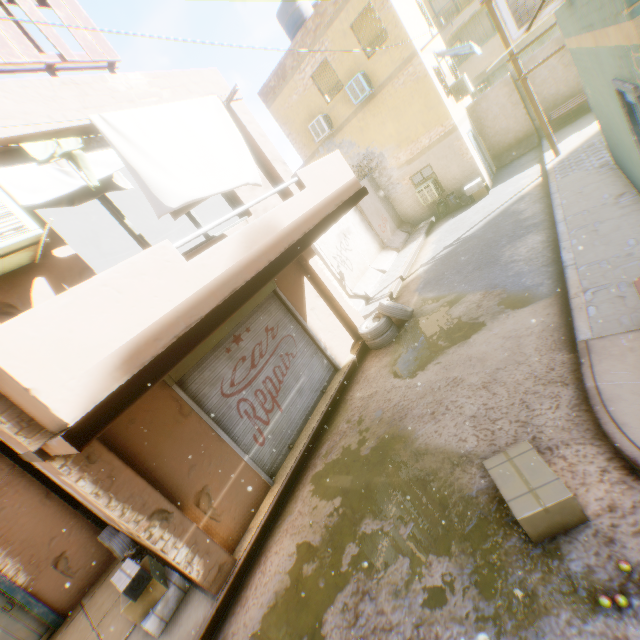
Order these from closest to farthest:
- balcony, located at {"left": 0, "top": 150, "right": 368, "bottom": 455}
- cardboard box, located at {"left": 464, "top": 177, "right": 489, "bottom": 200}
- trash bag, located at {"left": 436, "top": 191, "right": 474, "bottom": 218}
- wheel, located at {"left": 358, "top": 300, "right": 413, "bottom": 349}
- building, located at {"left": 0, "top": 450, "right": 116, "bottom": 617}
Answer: balcony, located at {"left": 0, "top": 150, "right": 368, "bottom": 455} < building, located at {"left": 0, "top": 450, "right": 116, "bottom": 617} < wheel, located at {"left": 358, "top": 300, "right": 413, "bottom": 349} < cardboard box, located at {"left": 464, "top": 177, "right": 489, "bottom": 200} < trash bag, located at {"left": 436, "top": 191, "right": 474, "bottom": 218}

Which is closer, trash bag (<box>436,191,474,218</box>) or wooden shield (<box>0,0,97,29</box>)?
wooden shield (<box>0,0,97,29</box>)

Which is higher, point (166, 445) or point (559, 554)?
point (166, 445)

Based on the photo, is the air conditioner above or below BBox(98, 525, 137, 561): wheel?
above

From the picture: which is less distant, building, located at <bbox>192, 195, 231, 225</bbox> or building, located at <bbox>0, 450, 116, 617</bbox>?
building, located at <bbox>0, 450, 116, 617</bbox>

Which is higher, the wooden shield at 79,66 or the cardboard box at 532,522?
the wooden shield at 79,66

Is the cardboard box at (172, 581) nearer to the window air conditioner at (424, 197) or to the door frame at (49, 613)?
the door frame at (49, 613)

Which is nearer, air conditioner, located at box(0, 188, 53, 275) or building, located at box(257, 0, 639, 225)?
air conditioner, located at box(0, 188, 53, 275)
